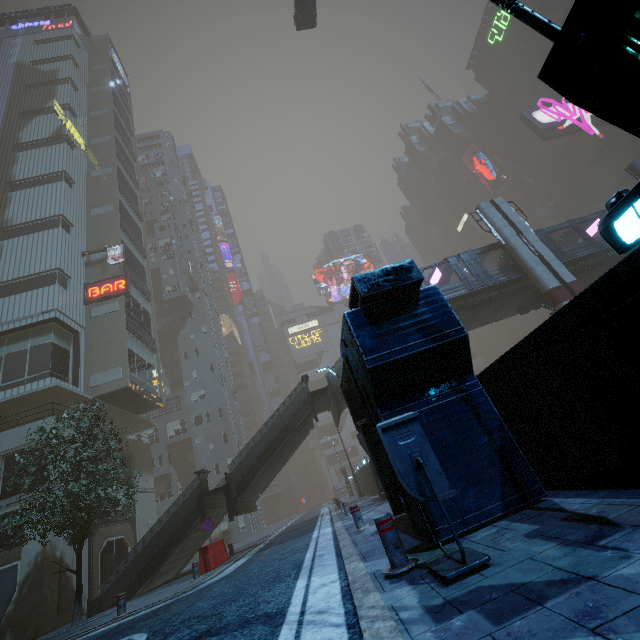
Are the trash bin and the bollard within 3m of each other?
yes

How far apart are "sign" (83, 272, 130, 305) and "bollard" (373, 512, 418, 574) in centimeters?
2800cm

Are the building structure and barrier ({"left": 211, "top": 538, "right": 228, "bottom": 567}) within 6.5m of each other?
no

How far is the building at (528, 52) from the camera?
56.8 meters

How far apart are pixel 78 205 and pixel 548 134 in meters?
61.5 m

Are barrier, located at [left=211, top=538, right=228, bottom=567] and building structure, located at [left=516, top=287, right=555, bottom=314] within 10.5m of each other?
no

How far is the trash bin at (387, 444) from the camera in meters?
3.1 m

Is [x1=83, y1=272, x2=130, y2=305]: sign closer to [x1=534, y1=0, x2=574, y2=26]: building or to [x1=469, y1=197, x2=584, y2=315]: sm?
[x1=534, y1=0, x2=574, y2=26]: building
